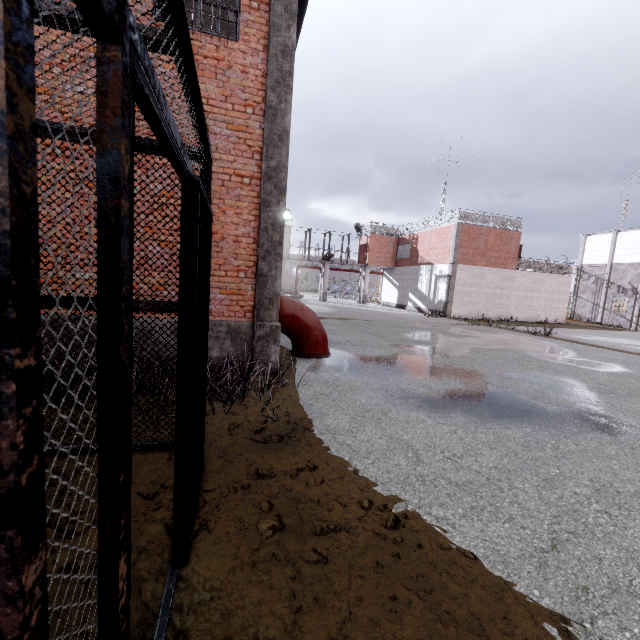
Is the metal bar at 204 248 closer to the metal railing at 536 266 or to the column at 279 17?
the column at 279 17

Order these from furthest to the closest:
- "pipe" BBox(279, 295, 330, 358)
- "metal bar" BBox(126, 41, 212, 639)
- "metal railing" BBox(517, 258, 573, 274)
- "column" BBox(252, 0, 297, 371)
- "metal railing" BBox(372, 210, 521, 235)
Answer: "metal railing" BBox(517, 258, 573, 274) → "metal railing" BBox(372, 210, 521, 235) → "pipe" BBox(279, 295, 330, 358) → "column" BBox(252, 0, 297, 371) → "metal bar" BBox(126, 41, 212, 639)

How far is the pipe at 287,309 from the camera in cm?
769

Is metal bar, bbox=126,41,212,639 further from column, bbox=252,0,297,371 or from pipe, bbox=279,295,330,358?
pipe, bbox=279,295,330,358

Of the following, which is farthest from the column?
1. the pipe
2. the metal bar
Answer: the metal bar

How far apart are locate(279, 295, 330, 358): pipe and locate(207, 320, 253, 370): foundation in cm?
113

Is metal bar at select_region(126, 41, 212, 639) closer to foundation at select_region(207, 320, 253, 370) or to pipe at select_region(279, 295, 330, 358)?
foundation at select_region(207, 320, 253, 370)

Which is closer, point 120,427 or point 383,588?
point 120,427
